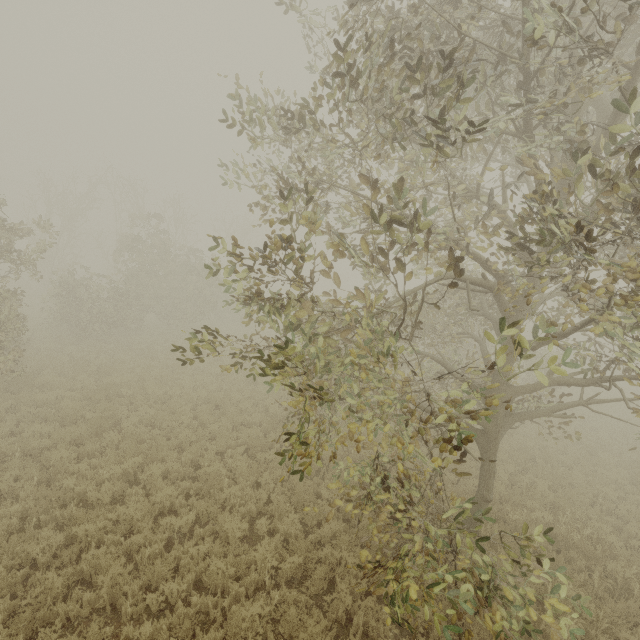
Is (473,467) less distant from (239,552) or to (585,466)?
(585,466)
